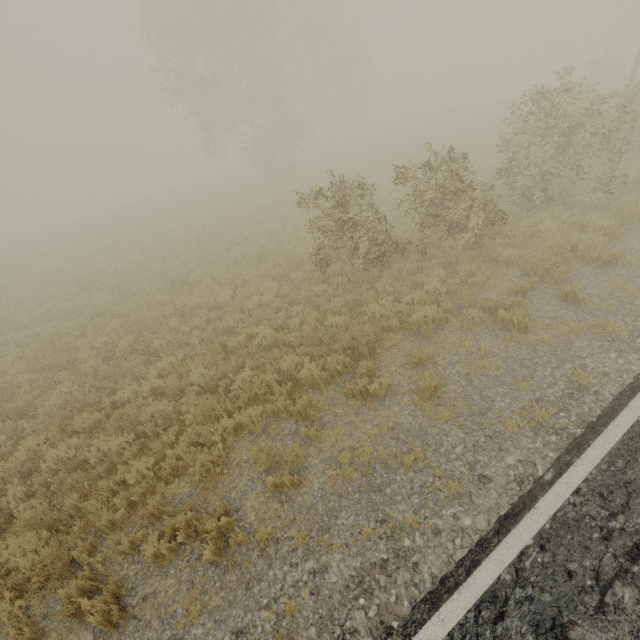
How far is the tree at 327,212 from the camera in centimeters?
869cm

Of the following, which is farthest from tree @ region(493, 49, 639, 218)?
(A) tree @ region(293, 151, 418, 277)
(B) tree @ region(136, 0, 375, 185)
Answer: (B) tree @ region(136, 0, 375, 185)

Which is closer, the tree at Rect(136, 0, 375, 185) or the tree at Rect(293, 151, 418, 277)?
the tree at Rect(293, 151, 418, 277)

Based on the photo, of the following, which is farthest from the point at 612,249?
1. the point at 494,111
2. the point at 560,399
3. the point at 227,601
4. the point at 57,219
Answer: the point at 57,219

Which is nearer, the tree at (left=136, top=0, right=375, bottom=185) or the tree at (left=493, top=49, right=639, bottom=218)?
the tree at (left=493, top=49, right=639, bottom=218)

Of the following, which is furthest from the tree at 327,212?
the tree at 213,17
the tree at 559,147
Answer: the tree at 213,17

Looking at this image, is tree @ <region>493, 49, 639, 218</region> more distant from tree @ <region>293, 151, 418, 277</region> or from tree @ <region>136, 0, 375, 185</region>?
tree @ <region>136, 0, 375, 185</region>
